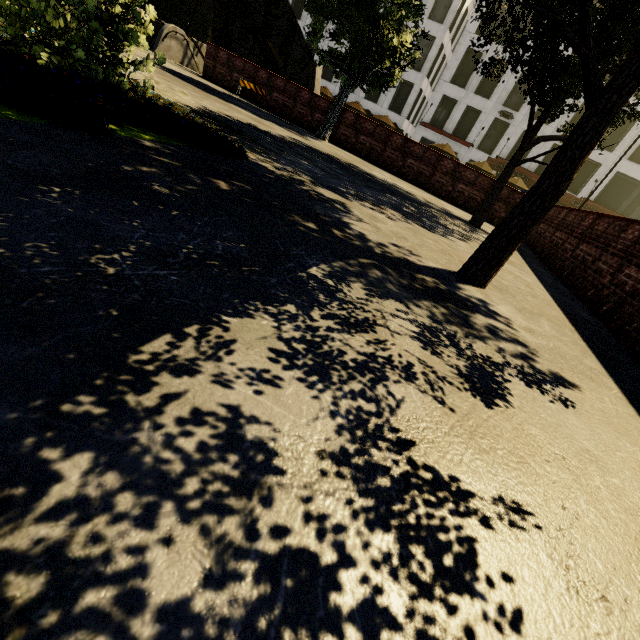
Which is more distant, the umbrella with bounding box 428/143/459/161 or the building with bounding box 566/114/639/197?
the building with bounding box 566/114/639/197

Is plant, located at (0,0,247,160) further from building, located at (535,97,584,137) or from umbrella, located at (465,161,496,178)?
building, located at (535,97,584,137)

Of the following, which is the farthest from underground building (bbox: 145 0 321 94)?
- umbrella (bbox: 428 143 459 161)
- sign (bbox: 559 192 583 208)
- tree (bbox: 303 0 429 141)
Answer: sign (bbox: 559 192 583 208)

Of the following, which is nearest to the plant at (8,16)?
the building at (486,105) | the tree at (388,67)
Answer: the tree at (388,67)

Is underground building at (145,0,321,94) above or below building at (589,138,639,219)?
below

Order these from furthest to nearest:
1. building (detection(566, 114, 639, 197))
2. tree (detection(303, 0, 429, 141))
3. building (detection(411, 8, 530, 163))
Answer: building (detection(411, 8, 530, 163))
building (detection(566, 114, 639, 197))
tree (detection(303, 0, 429, 141))

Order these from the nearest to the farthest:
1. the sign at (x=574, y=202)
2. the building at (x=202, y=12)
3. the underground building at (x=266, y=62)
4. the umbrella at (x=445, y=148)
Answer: the underground building at (x=266, y=62)
the umbrella at (x=445, y=148)
the sign at (x=574, y=202)
the building at (x=202, y=12)

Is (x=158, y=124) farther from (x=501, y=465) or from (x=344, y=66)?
(x=344, y=66)
